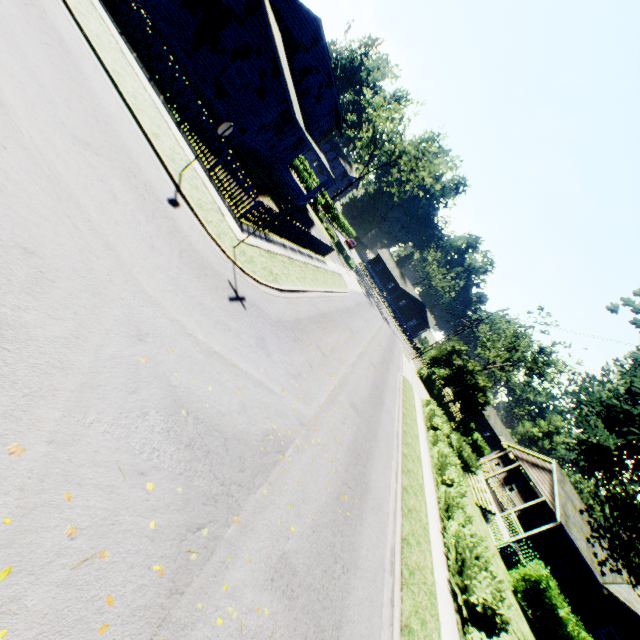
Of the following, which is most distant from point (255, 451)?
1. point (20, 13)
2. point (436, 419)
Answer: point (436, 419)

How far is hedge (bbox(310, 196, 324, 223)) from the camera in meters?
44.1

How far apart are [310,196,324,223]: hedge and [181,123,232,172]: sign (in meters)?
34.73

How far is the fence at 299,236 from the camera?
15.9m

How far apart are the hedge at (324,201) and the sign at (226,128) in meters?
34.7 m

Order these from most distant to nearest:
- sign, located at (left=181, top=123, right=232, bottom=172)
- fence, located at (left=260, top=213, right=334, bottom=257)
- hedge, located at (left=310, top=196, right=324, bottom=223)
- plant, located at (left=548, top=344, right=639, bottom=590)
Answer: hedge, located at (left=310, top=196, right=324, bottom=223), fence, located at (left=260, top=213, right=334, bottom=257), plant, located at (left=548, top=344, right=639, bottom=590), sign, located at (left=181, top=123, right=232, bottom=172)

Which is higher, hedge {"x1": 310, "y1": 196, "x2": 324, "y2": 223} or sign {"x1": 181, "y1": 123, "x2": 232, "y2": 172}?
sign {"x1": 181, "y1": 123, "x2": 232, "y2": 172}

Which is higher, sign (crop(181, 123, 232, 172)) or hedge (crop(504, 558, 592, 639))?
sign (crop(181, 123, 232, 172))
